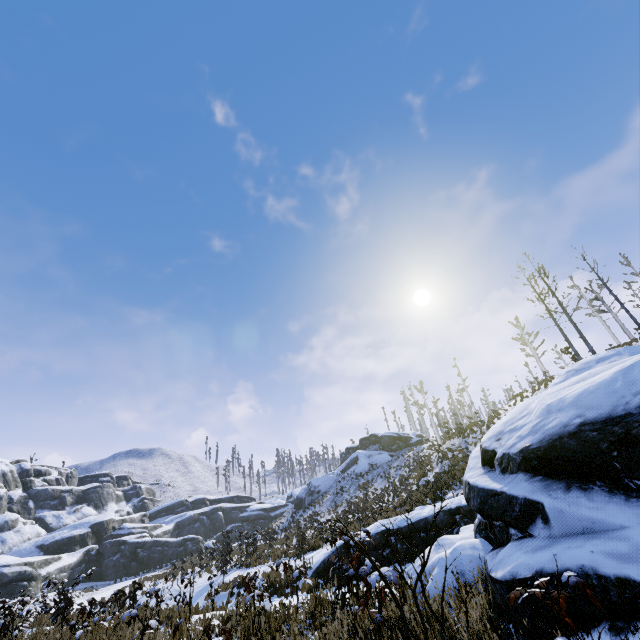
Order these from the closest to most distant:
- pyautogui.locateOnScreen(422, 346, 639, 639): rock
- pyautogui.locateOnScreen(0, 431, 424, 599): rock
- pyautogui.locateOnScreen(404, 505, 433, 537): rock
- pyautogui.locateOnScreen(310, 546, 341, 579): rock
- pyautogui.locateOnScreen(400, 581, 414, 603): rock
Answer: pyautogui.locateOnScreen(422, 346, 639, 639): rock < pyautogui.locateOnScreen(400, 581, 414, 603): rock < pyautogui.locateOnScreen(404, 505, 433, 537): rock < pyautogui.locateOnScreen(310, 546, 341, 579): rock < pyautogui.locateOnScreen(0, 431, 424, 599): rock

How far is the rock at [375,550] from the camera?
10.59m

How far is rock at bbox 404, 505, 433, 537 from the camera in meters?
10.5 m

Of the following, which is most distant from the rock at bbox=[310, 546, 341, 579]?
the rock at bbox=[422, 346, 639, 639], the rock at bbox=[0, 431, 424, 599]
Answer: the rock at bbox=[0, 431, 424, 599]

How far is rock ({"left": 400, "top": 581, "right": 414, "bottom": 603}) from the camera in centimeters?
434cm

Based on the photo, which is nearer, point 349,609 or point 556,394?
point 349,609

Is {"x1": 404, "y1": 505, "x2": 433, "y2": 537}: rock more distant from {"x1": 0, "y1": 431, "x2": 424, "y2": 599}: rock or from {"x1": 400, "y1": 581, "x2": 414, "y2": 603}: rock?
{"x1": 0, "y1": 431, "x2": 424, "y2": 599}: rock

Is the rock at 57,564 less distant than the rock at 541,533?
No
